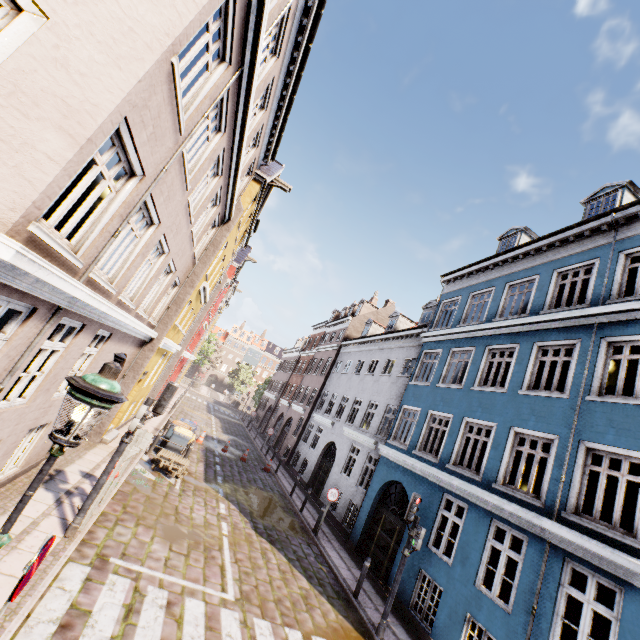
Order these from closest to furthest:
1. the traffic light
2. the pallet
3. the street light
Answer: the street light < the traffic light < the pallet

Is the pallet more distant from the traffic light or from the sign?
the sign

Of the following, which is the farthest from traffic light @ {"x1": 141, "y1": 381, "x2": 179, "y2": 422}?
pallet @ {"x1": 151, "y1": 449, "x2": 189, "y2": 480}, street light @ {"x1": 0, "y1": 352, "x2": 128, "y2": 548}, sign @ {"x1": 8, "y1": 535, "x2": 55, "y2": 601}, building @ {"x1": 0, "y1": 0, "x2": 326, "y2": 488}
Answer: pallet @ {"x1": 151, "y1": 449, "x2": 189, "y2": 480}

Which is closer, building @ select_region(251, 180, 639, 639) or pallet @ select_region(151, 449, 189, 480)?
building @ select_region(251, 180, 639, 639)

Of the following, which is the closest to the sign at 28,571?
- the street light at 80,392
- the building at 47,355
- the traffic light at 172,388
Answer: the street light at 80,392

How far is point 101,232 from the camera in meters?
5.3 m

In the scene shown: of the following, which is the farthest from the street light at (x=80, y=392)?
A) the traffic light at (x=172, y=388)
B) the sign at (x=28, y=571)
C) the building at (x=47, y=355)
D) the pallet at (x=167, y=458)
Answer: the pallet at (x=167, y=458)

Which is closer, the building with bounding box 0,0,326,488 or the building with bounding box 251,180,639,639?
the building with bounding box 0,0,326,488
